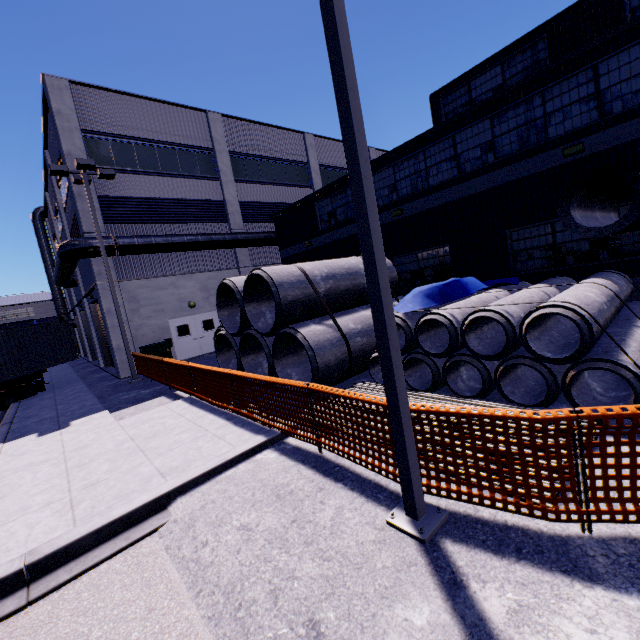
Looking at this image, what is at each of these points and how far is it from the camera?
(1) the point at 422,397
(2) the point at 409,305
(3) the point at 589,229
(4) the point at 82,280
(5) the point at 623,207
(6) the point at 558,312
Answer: (1) pipe, 6.7 meters
(2) tarp, 8.0 meters
(3) concrete pipe, 5.2 meters
(4) building, 22.0 meters
(5) building, 8.6 meters
(6) concrete pipe stack, 5.2 meters

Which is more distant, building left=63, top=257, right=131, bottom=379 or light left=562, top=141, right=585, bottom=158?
building left=63, top=257, right=131, bottom=379

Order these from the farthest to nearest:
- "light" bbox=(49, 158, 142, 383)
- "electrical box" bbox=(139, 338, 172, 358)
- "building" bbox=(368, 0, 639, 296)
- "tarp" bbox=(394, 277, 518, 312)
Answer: "electrical box" bbox=(139, 338, 172, 358), "light" bbox=(49, 158, 142, 383), "building" bbox=(368, 0, 639, 296), "tarp" bbox=(394, 277, 518, 312)

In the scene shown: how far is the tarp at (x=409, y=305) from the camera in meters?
7.9 m

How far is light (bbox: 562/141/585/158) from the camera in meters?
8.8 m

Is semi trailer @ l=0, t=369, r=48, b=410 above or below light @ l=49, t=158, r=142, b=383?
below

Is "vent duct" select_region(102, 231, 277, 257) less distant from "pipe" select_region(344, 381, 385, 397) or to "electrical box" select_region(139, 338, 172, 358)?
"electrical box" select_region(139, 338, 172, 358)

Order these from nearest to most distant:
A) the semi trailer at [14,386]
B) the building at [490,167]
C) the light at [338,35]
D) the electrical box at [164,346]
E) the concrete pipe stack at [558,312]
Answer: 1. the light at [338,35]
2. the concrete pipe stack at [558,312]
3. the building at [490,167]
4. the semi trailer at [14,386]
5. the electrical box at [164,346]
